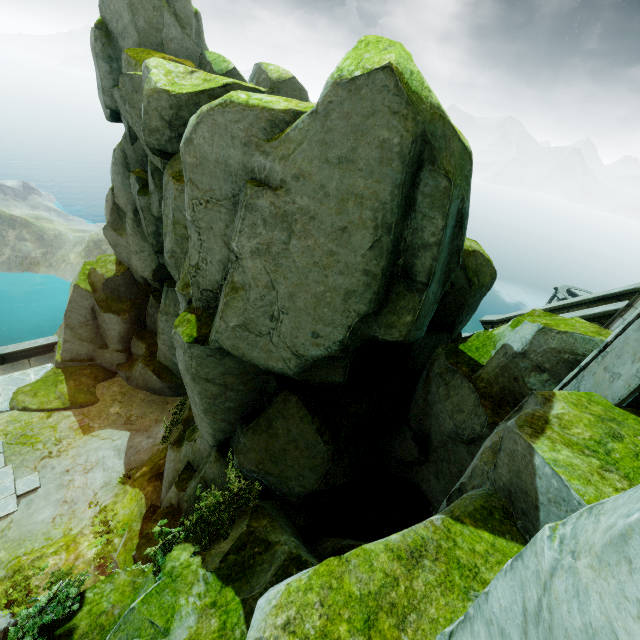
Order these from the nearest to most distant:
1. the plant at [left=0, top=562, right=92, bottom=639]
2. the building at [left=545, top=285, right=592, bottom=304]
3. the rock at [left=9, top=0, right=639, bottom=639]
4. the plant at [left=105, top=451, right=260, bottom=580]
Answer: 1. the rock at [left=9, top=0, right=639, bottom=639]
2. the plant at [left=0, top=562, right=92, bottom=639]
3. the plant at [left=105, top=451, right=260, bottom=580]
4. the building at [left=545, top=285, right=592, bottom=304]

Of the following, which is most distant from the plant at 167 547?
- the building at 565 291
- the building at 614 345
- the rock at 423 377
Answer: the building at 565 291

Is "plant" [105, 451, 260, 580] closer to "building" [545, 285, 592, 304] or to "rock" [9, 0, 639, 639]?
"rock" [9, 0, 639, 639]

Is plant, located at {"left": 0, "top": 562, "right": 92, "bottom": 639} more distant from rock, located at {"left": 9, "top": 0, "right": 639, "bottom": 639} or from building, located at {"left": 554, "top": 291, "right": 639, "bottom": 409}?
building, located at {"left": 554, "top": 291, "right": 639, "bottom": 409}

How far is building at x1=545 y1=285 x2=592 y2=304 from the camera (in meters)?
36.81

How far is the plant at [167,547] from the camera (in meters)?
6.25

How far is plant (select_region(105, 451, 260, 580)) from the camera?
6.25m

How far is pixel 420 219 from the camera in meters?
5.1 m
